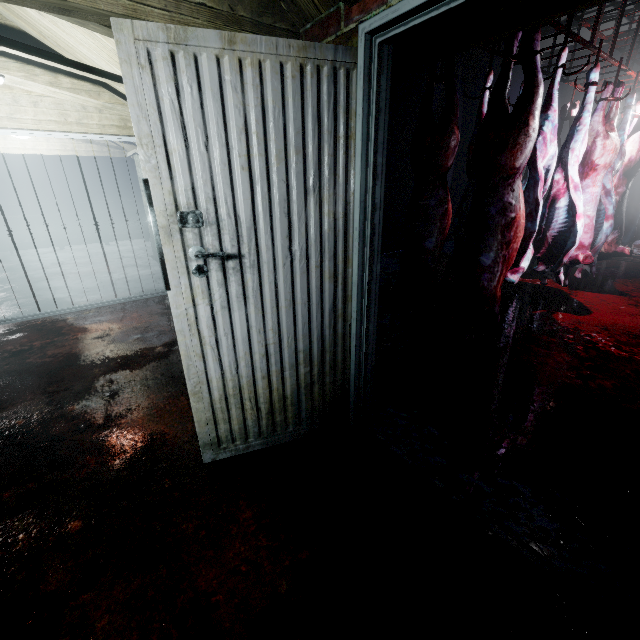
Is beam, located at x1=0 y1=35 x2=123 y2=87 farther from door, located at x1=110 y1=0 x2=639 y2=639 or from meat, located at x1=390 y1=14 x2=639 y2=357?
meat, located at x1=390 y1=14 x2=639 y2=357

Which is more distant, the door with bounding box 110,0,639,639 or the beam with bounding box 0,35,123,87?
the beam with bounding box 0,35,123,87

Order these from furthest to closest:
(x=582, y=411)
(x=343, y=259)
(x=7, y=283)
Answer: (x=7, y=283) < (x=582, y=411) < (x=343, y=259)

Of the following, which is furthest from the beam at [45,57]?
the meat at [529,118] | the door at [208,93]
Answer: the meat at [529,118]

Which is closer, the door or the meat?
the door

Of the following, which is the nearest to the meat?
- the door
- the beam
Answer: the door

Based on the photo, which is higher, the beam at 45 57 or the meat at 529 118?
the beam at 45 57
